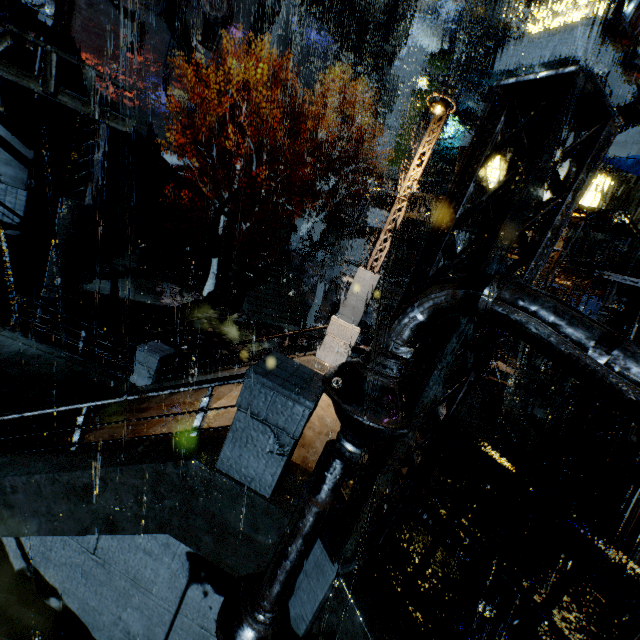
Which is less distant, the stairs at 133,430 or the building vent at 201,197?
the stairs at 133,430

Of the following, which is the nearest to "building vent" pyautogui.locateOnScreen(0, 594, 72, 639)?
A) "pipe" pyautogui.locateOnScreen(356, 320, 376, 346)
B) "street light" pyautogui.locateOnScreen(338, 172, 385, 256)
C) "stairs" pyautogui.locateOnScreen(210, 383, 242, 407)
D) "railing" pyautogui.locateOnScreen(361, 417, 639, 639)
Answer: "stairs" pyautogui.locateOnScreen(210, 383, 242, 407)

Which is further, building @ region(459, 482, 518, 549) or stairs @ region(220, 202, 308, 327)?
stairs @ region(220, 202, 308, 327)

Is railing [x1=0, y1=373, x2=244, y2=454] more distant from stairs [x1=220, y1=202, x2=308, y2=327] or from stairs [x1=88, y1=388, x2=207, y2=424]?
stairs [x1=220, y1=202, x2=308, y2=327]

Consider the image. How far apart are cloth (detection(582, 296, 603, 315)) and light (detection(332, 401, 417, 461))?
21.6m

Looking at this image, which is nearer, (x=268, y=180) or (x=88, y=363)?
(x=88, y=363)

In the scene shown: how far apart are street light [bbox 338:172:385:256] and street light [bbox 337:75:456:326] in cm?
1419

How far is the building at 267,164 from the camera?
33.6m
